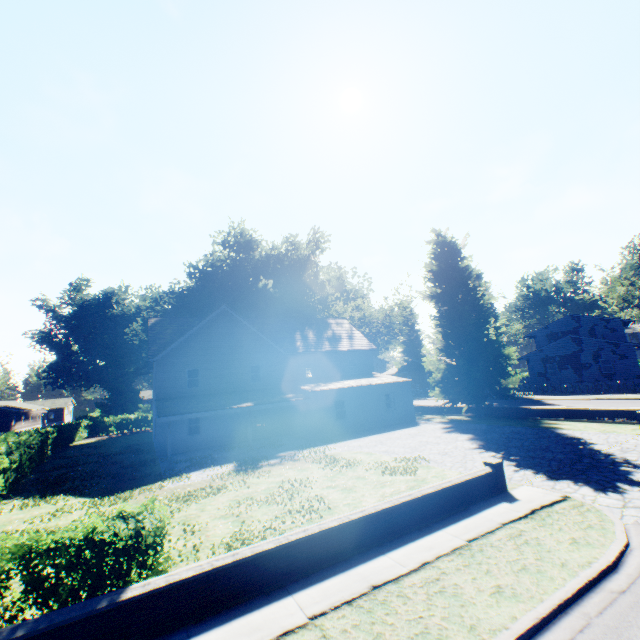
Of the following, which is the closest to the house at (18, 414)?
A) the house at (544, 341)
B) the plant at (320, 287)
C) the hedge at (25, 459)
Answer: the plant at (320, 287)

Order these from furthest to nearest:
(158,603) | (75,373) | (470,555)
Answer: (75,373), (470,555), (158,603)

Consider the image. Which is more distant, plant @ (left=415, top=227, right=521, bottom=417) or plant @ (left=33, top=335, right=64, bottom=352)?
plant @ (left=33, top=335, right=64, bottom=352)

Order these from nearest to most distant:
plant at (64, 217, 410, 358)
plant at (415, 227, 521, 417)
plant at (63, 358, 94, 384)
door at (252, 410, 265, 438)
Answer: plant at (415, 227, 521, 417) < door at (252, 410, 265, 438) < plant at (64, 217, 410, 358) < plant at (63, 358, 94, 384)

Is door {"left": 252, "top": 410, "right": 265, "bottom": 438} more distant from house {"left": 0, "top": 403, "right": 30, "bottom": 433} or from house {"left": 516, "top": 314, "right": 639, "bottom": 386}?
house {"left": 0, "top": 403, "right": 30, "bottom": 433}

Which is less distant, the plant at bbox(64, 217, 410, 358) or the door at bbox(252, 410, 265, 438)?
the door at bbox(252, 410, 265, 438)

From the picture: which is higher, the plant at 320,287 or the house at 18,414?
the plant at 320,287

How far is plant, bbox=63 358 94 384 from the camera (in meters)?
58.22
